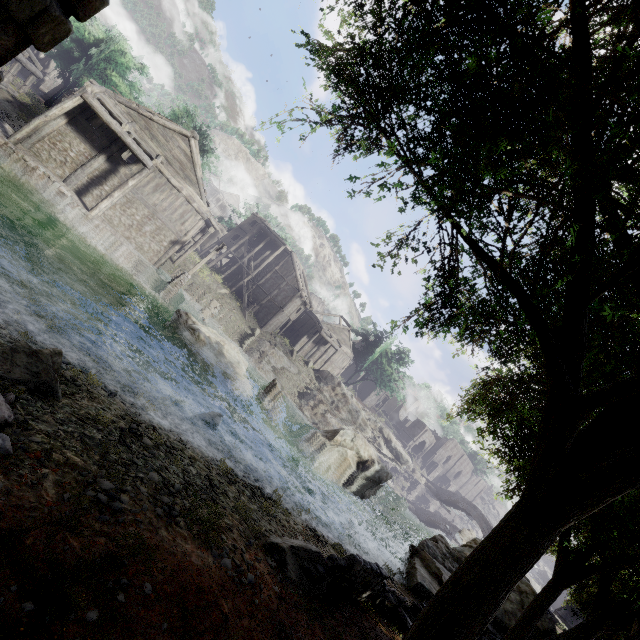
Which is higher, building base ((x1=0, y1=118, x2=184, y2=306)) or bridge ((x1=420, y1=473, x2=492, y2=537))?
bridge ((x1=420, y1=473, x2=492, y2=537))

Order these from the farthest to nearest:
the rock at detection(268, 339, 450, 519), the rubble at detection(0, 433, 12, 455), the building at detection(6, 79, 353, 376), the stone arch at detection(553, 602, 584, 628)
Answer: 1. the rock at detection(268, 339, 450, 519)
2. the stone arch at detection(553, 602, 584, 628)
3. the building at detection(6, 79, 353, 376)
4. the rubble at detection(0, 433, 12, 455)

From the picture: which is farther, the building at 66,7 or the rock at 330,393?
the rock at 330,393

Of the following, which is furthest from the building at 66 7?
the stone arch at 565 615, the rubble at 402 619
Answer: the rubble at 402 619

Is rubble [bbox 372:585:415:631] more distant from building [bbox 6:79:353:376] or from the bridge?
the bridge

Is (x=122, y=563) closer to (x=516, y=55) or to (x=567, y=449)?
(x=567, y=449)

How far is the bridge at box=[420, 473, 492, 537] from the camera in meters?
49.6 m

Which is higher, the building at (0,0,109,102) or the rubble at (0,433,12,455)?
the building at (0,0,109,102)
